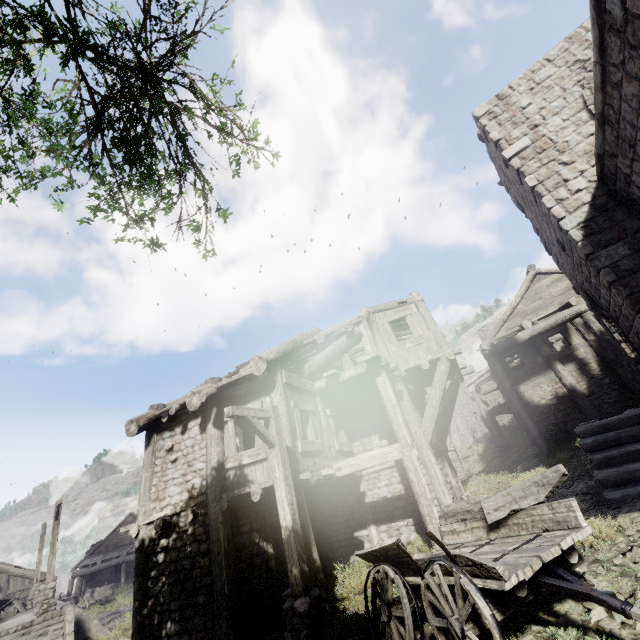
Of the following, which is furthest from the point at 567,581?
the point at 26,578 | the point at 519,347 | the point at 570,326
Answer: the point at 26,578

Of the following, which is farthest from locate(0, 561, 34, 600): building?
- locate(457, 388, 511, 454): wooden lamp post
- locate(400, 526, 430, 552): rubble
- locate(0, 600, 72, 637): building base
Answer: locate(0, 600, 72, 637): building base

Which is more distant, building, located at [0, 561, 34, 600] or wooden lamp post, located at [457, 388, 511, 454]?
building, located at [0, 561, 34, 600]

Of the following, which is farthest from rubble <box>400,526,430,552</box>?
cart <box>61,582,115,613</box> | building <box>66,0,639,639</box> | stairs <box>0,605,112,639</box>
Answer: cart <box>61,582,115,613</box>

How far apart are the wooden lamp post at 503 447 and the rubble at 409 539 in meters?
13.7 m

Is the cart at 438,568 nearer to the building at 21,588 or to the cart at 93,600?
the building at 21,588

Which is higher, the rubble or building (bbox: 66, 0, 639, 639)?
building (bbox: 66, 0, 639, 639)

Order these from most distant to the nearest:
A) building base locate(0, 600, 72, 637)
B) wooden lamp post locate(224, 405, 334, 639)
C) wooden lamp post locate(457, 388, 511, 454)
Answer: wooden lamp post locate(457, 388, 511, 454)
building base locate(0, 600, 72, 637)
wooden lamp post locate(224, 405, 334, 639)
